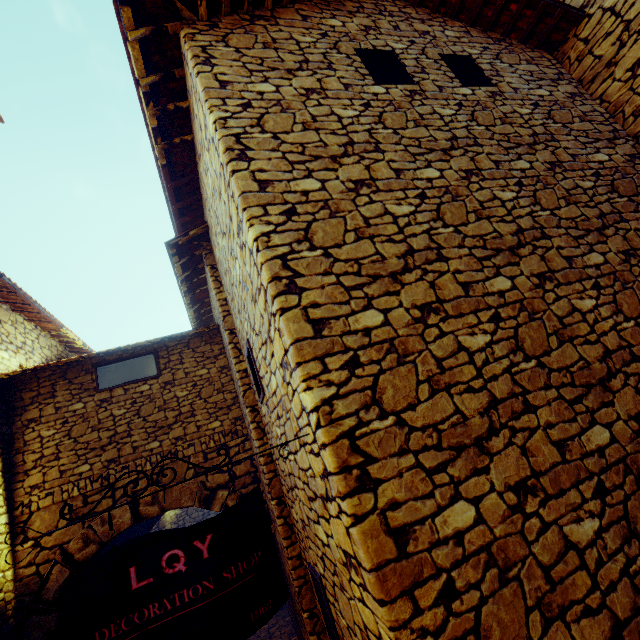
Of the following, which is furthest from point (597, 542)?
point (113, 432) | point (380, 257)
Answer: point (113, 432)

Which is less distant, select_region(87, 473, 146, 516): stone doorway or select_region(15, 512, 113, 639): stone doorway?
select_region(15, 512, 113, 639): stone doorway

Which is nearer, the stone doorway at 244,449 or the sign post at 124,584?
the sign post at 124,584

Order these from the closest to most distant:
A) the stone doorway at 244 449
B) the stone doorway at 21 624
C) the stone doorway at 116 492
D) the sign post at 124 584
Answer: the sign post at 124 584 < the stone doorway at 21 624 < the stone doorway at 116 492 < the stone doorway at 244 449

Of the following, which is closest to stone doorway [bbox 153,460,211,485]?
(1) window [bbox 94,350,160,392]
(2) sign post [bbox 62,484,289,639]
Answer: (1) window [bbox 94,350,160,392]

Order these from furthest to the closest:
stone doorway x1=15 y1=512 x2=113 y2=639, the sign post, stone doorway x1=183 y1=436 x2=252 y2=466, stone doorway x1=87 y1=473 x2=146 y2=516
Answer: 1. stone doorway x1=183 y1=436 x2=252 y2=466
2. stone doorway x1=87 y1=473 x2=146 y2=516
3. stone doorway x1=15 y1=512 x2=113 y2=639
4. the sign post

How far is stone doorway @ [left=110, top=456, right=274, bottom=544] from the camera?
4.9m

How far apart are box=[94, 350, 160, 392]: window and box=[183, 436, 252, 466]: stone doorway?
1.5 meters
